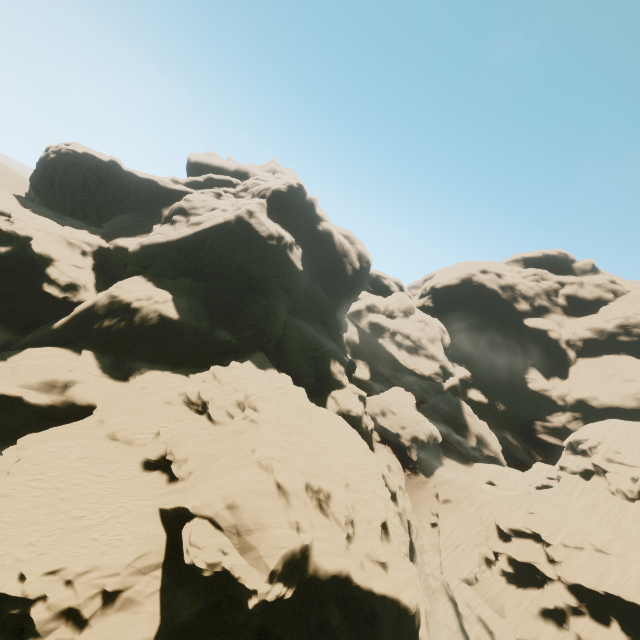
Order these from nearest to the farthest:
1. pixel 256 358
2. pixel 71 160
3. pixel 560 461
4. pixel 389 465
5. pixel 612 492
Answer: pixel 256 358 < pixel 612 492 < pixel 389 465 < pixel 71 160 < pixel 560 461

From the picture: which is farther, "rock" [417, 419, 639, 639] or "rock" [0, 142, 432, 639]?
"rock" [417, 419, 639, 639]

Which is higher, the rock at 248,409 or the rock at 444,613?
the rock at 248,409

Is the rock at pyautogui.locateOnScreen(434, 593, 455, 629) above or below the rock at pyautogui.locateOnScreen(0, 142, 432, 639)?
below

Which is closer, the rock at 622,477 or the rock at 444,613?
the rock at 622,477

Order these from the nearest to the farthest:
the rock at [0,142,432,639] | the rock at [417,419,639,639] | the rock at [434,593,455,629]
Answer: the rock at [0,142,432,639]
the rock at [417,419,639,639]
the rock at [434,593,455,629]
